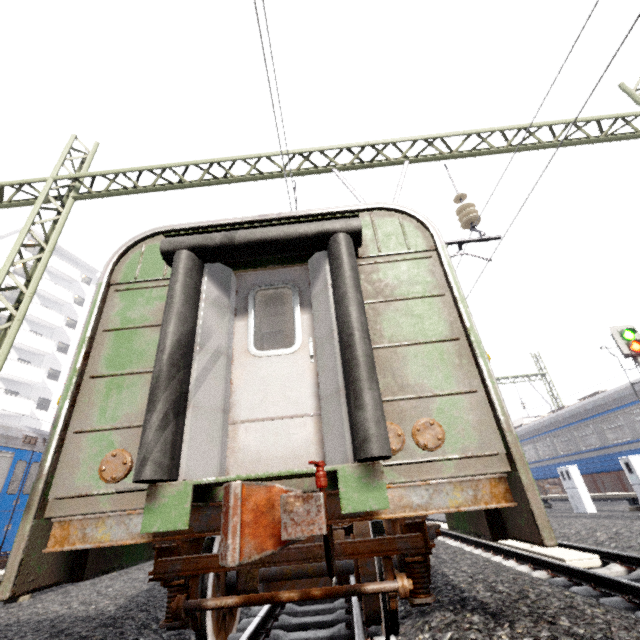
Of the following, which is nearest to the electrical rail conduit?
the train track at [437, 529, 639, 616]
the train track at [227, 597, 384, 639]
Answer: the train track at [437, 529, 639, 616]

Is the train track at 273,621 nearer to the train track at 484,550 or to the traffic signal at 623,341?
the train track at 484,550

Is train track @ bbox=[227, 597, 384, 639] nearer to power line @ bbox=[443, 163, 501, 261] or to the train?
the train

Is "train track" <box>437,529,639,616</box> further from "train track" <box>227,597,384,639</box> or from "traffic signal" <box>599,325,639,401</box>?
"traffic signal" <box>599,325,639,401</box>

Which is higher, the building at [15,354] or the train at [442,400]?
the building at [15,354]

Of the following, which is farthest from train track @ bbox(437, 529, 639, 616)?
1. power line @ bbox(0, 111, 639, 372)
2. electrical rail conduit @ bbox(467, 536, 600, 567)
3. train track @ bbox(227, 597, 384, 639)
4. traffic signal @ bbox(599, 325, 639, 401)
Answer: traffic signal @ bbox(599, 325, 639, 401)

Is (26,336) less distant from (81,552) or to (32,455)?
(32,455)

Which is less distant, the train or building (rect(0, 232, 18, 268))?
the train
